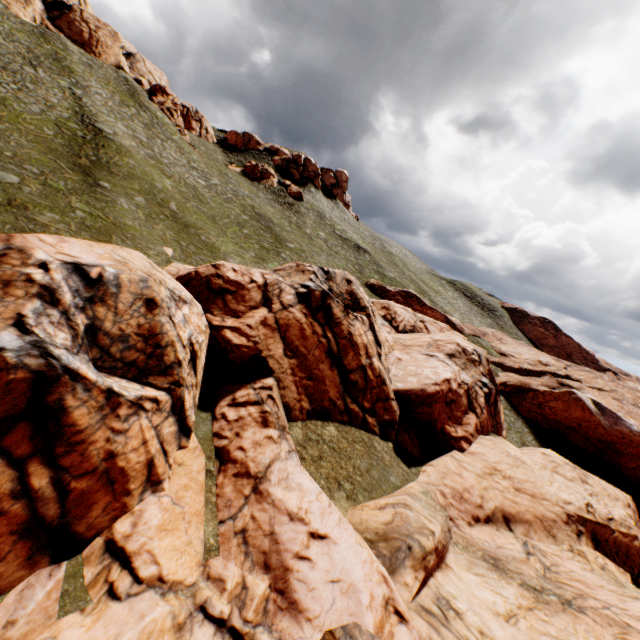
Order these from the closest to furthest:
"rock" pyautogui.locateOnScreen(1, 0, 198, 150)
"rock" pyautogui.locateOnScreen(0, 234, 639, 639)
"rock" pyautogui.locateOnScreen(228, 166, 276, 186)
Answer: "rock" pyautogui.locateOnScreen(0, 234, 639, 639), "rock" pyautogui.locateOnScreen(1, 0, 198, 150), "rock" pyautogui.locateOnScreen(228, 166, 276, 186)

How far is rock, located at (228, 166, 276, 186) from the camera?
58.7m

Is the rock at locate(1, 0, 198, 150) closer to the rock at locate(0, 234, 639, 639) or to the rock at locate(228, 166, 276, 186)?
the rock at locate(228, 166, 276, 186)

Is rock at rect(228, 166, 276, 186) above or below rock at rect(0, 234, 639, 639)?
above

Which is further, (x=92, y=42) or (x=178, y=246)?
(x=92, y=42)

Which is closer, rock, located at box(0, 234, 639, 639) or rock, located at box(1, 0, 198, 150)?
rock, located at box(0, 234, 639, 639)

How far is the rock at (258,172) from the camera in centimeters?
5869cm

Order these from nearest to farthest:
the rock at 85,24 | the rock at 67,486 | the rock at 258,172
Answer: the rock at 67,486
the rock at 85,24
the rock at 258,172
